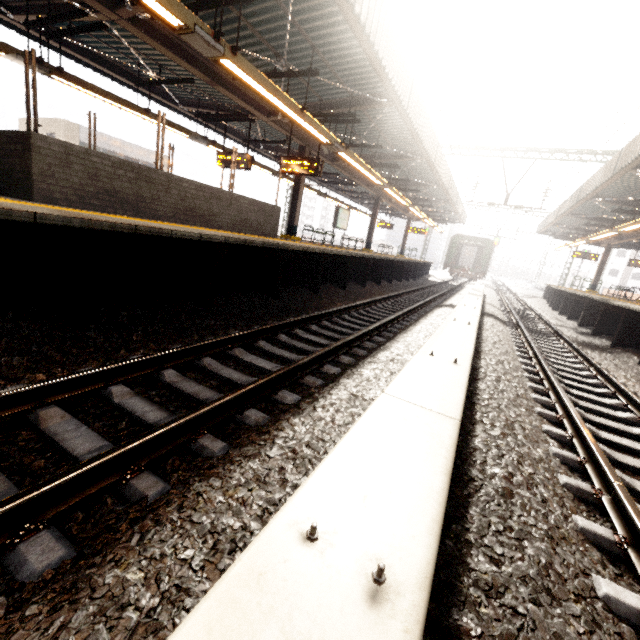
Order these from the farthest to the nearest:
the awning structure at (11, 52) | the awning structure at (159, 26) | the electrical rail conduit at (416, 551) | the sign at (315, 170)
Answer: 1. the sign at (315, 170)
2. the awning structure at (11, 52)
3. the awning structure at (159, 26)
4. the electrical rail conduit at (416, 551)

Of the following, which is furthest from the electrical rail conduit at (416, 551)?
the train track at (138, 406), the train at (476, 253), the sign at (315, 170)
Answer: the train at (476, 253)

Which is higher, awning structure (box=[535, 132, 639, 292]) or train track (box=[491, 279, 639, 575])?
awning structure (box=[535, 132, 639, 292])

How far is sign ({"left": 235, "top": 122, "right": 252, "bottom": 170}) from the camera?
11.27m

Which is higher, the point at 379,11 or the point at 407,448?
the point at 379,11

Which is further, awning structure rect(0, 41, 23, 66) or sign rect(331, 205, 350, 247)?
sign rect(331, 205, 350, 247)

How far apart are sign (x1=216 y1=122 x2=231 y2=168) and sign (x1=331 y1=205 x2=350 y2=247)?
6.03m

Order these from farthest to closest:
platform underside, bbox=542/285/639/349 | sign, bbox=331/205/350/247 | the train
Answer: the train → sign, bbox=331/205/350/247 → platform underside, bbox=542/285/639/349
